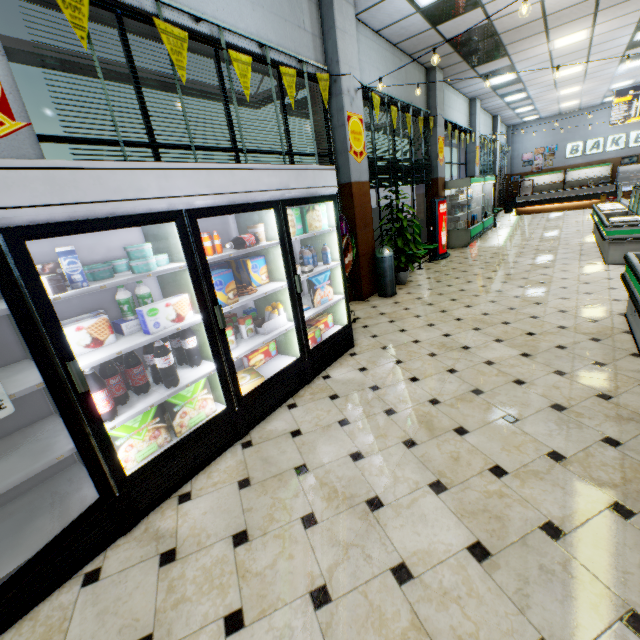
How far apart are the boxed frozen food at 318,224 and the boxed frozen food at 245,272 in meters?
0.7 m

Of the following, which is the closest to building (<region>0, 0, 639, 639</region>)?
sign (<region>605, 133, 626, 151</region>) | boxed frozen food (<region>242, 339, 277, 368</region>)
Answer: sign (<region>605, 133, 626, 151</region>)

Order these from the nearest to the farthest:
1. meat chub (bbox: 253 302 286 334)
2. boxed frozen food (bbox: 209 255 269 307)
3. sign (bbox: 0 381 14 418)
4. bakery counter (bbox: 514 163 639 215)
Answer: sign (bbox: 0 381 14 418), boxed frozen food (bbox: 209 255 269 307), meat chub (bbox: 253 302 286 334), bakery counter (bbox: 514 163 639 215)

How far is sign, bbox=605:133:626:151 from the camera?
17.5 meters

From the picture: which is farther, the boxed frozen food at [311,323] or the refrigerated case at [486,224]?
the refrigerated case at [486,224]

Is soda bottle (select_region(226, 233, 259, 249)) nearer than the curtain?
Yes

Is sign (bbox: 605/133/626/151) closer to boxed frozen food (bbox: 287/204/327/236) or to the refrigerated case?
the refrigerated case

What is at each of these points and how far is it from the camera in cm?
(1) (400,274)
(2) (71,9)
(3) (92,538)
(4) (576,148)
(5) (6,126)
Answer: (1) plant, 701
(2) banner sign, 239
(3) wall refrigerator, 202
(4) sign, 1873
(5) sign, 218
